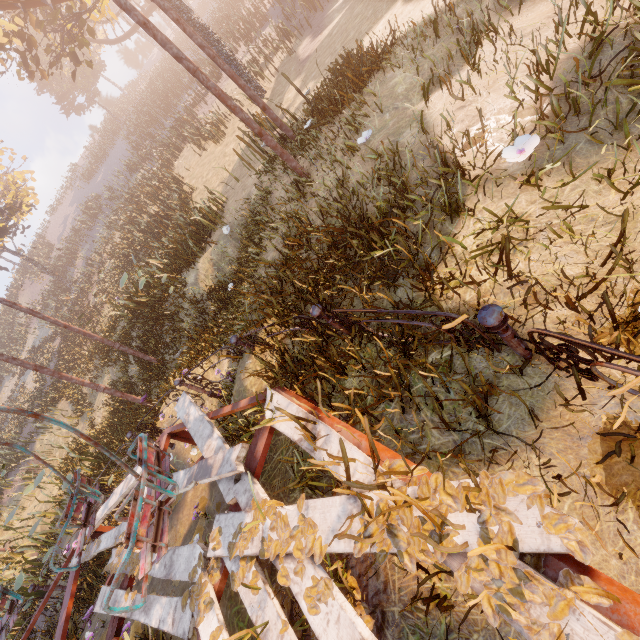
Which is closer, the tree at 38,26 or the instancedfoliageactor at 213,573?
the instancedfoliageactor at 213,573

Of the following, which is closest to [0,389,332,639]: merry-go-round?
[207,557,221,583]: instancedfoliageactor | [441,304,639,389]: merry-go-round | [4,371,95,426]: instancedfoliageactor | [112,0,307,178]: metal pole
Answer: [207,557,221,583]: instancedfoliageactor

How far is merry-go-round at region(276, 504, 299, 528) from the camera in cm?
239

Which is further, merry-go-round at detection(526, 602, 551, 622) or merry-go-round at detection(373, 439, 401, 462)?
merry-go-round at detection(373, 439, 401, 462)

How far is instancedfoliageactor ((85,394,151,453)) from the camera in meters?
10.2 m

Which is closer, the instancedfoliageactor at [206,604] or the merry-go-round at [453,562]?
the merry-go-round at [453,562]

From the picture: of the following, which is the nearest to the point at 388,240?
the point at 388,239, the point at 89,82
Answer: the point at 388,239

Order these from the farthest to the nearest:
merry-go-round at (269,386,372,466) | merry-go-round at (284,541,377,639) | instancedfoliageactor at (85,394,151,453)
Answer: instancedfoliageactor at (85,394,151,453) → merry-go-round at (269,386,372,466) → merry-go-round at (284,541,377,639)
